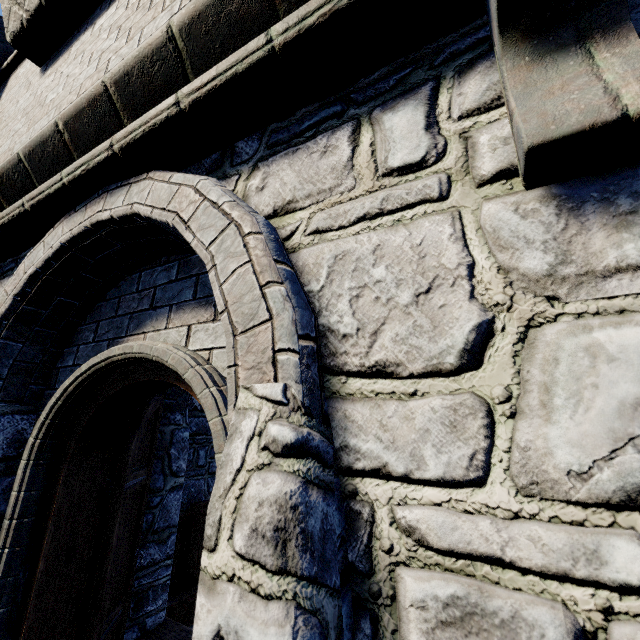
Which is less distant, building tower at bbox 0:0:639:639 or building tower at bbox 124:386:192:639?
building tower at bbox 0:0:639:639

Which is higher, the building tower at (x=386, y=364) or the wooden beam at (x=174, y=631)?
the building tower at (x=386, y=364)

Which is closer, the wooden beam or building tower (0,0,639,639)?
building tower (0,0,639,639)

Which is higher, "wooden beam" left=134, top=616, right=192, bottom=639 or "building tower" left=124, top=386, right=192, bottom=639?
"building tower" left=124, top=386, right=192, bottom=639

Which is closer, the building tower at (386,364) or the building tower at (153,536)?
the building tower at (386,364)

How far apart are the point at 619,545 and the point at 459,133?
1.3 meters
